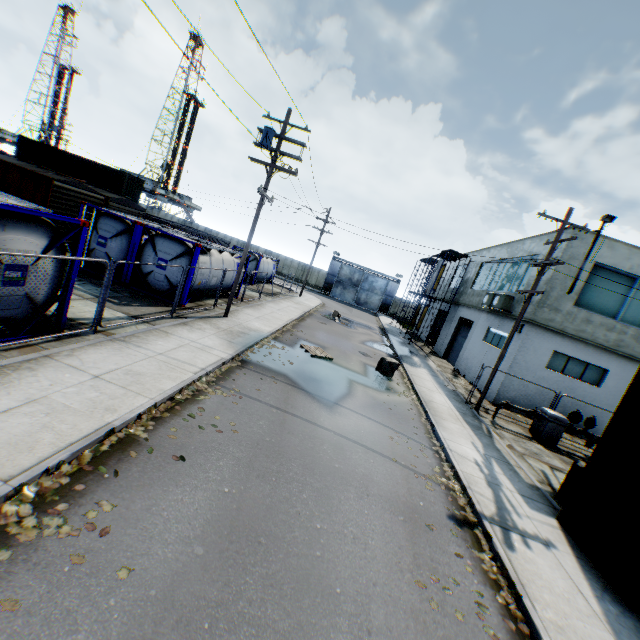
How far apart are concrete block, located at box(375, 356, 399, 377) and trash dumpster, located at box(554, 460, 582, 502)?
Result: 8.2m

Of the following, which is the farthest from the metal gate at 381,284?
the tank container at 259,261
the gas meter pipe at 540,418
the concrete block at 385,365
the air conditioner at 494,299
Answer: the gas meter pipe at 540,418

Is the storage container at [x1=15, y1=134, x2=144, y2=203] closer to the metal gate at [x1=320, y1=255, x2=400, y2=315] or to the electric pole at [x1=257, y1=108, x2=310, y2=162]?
the electric pole at [x1=257, y1=108, x2=310, y2=162]

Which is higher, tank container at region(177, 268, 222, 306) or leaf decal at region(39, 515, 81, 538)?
tank container at region(177, 268, 222, 306)

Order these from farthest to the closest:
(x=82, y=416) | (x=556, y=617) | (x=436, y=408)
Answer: (x=436, y=408), (x=82, y=416), (x=556, y=617)

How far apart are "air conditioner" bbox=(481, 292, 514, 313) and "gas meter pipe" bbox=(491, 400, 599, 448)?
5.77m

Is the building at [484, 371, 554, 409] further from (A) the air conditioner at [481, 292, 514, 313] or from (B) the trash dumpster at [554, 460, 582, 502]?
(B) the trash dumpster at [554, 460, 582, 502]

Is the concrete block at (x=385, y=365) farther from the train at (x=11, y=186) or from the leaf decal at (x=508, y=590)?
the train at (x=11, y=186)
